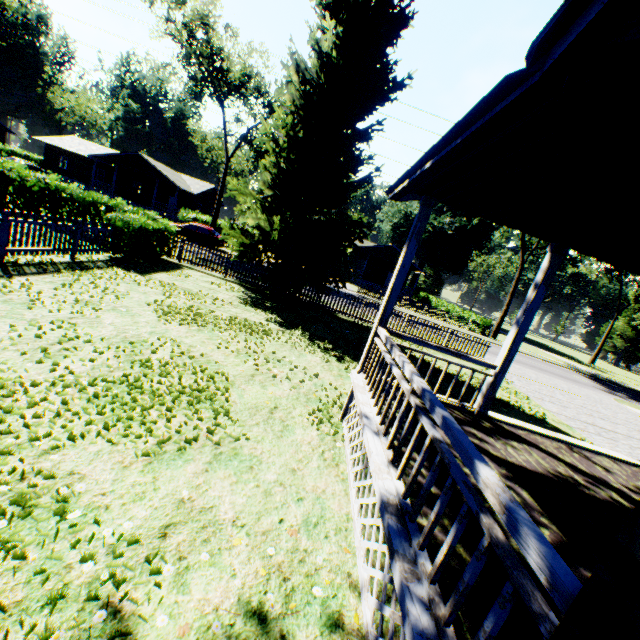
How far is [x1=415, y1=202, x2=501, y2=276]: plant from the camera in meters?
51.9 m

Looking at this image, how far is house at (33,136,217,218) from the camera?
38.0m

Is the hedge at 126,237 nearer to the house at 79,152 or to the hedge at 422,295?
the house at 79,152

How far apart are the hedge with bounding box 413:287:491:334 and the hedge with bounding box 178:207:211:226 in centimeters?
3058cm

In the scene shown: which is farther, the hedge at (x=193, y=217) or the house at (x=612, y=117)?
the hedge at (x=193, y=217)

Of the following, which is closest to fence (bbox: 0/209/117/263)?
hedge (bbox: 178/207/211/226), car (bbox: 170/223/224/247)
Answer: car (bbox: 170/223/224/247)

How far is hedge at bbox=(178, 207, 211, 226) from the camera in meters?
31.9

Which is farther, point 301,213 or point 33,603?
point 301,213
